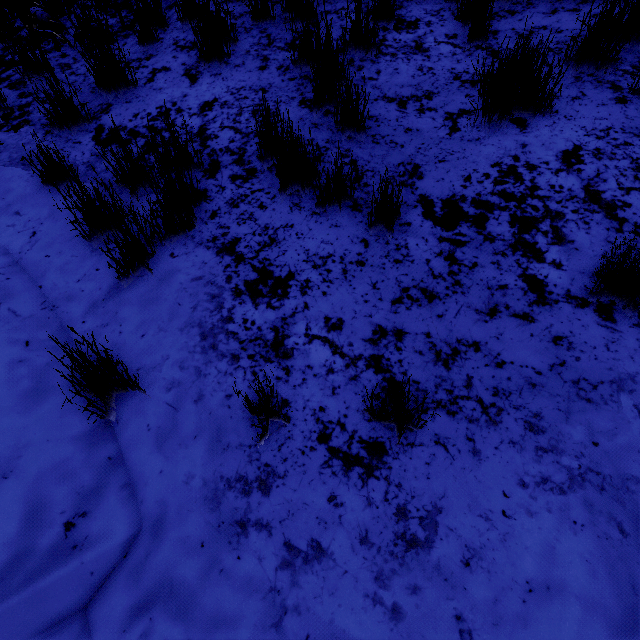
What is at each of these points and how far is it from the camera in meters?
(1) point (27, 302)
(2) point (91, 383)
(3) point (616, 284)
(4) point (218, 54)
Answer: (1) rock, 2.1 m
(2) instancedfoliageactor, 1.6 m
(3) instancedfoliageactor, 1.6 m
(4) instancedfoliageactor, 3.2 m

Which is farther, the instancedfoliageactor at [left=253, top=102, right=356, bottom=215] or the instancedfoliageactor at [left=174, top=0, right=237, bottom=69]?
the instancedfoliageactor at [left=174, top=0, right=237, bottom=69]

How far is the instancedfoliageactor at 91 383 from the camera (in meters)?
1.50

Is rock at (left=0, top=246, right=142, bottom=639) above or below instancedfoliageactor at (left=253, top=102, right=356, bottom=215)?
below

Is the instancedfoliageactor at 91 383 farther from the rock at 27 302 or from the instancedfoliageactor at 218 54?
the instancedfoliageactor at 218 54

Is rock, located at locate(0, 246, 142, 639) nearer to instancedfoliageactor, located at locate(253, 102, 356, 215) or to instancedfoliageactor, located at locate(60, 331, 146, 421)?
instancedfoliageactor, located at locate(60, 331, 146, 421)

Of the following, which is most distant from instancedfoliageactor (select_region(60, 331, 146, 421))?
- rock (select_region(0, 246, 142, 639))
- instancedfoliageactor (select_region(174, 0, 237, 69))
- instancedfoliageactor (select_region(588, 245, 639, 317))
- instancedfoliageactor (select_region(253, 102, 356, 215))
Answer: instancedfoliageactor (select_region(174, 0, 237, 69))

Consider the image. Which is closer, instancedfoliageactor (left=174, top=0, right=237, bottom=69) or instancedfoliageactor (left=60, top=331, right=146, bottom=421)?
instancedfoliageactor (left=60, top=331, right=146, bottom=421)
